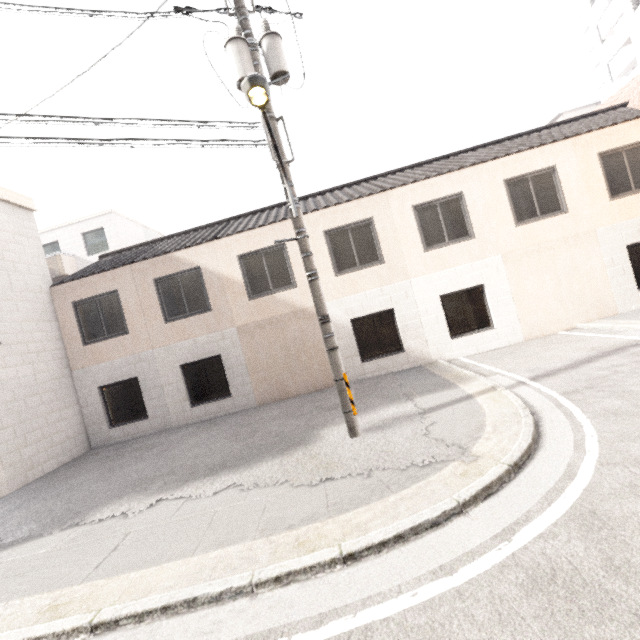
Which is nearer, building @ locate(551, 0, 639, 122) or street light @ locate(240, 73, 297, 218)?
street light @ locate(240, 73, 297, 218)

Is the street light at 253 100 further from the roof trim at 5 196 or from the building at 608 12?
the building at 608 12

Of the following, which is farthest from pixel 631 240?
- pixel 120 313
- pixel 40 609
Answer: pixel 120 313

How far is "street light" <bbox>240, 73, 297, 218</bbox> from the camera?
3.89m

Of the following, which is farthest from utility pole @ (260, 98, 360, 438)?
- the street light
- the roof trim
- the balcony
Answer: the balcony

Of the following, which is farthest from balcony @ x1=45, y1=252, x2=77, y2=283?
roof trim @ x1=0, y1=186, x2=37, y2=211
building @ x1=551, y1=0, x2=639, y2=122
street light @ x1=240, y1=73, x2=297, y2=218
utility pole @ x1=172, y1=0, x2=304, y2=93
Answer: building @ x1=551, y1=0, x2=639, y2=122

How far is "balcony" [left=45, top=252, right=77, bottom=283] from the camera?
18.6 meters

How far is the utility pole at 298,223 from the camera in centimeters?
589cm
